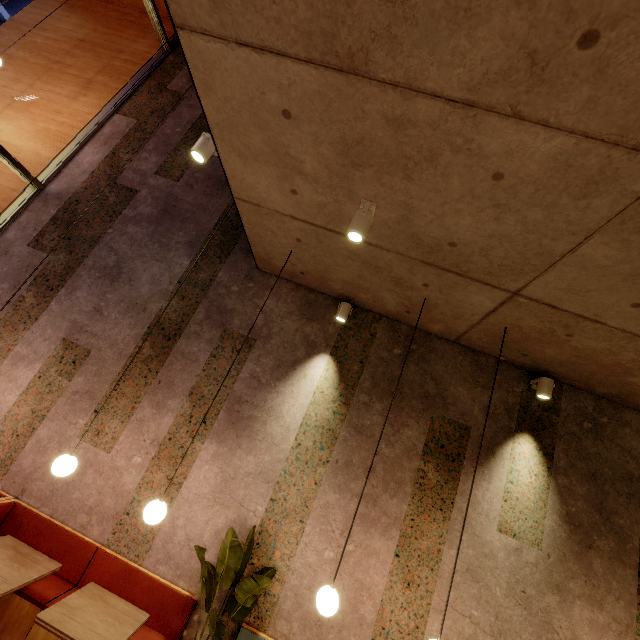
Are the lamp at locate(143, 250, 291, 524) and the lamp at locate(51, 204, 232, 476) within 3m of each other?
yes

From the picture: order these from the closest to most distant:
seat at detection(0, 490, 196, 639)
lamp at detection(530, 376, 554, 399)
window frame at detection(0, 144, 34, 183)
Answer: seat at detection(0, 490, 196, 639) → lamp at detection(530, 376, 554, 399) → window frame at detection(0, 144, 34, 183)

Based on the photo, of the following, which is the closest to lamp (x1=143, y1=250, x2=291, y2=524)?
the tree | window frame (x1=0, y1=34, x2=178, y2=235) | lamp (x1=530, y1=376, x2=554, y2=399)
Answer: the tree

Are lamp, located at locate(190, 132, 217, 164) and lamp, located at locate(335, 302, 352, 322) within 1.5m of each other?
no

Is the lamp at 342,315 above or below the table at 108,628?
above

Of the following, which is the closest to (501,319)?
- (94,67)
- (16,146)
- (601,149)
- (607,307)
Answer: (607,307)

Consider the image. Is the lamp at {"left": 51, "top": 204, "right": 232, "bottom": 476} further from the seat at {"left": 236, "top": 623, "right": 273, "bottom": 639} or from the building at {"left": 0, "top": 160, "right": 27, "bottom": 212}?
the seat at {"left": 236, "top": 623, "right": 273, "bottom": 639}

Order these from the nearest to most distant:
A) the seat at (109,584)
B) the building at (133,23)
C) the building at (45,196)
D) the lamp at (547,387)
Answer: the building at (45,196) < the seat at (109,584) < the lamp at (547,387) < the building at (133,23)
